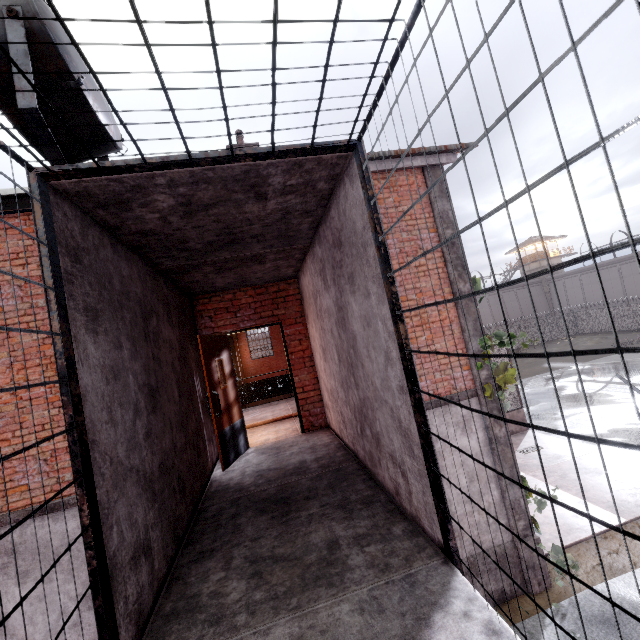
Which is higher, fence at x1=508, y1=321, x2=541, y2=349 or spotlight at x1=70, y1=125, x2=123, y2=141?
spotlight at x1=70, y1=125, x2=123, y2=141

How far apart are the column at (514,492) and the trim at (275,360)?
15.7 meters

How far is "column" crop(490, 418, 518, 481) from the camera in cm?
650

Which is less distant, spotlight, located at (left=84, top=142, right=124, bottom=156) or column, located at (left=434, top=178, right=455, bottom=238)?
spotlight, located at (left=84, top=142, right=124, bottom=156)

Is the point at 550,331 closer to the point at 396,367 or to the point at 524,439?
the point at 524,439

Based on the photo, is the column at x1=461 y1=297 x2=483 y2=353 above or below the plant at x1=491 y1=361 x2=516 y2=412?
above

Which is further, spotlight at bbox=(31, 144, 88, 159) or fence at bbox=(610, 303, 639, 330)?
fence at bbox=(610, 303, 639, 330)

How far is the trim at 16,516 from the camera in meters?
5.0
